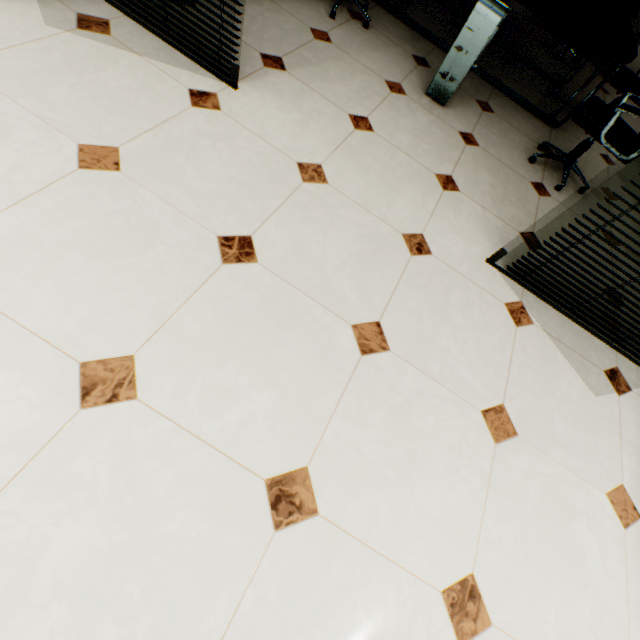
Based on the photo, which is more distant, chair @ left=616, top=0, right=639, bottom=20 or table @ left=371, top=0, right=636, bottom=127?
chair @ left=616, top=0, right=639, bottom=20

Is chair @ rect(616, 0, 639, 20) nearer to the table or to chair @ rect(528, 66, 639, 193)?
the table

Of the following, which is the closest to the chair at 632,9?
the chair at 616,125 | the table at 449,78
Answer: the table at 449,78

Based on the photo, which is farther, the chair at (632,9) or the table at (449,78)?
the chair at (632,9)

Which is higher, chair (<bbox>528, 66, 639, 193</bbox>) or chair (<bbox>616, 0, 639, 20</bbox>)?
chair (<bbox>616, 0, 639, 20</bbox>)

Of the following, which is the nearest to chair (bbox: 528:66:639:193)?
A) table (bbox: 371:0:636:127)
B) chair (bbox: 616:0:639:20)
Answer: table (bbox: 371:0:636:127)

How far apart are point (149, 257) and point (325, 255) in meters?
0.8
